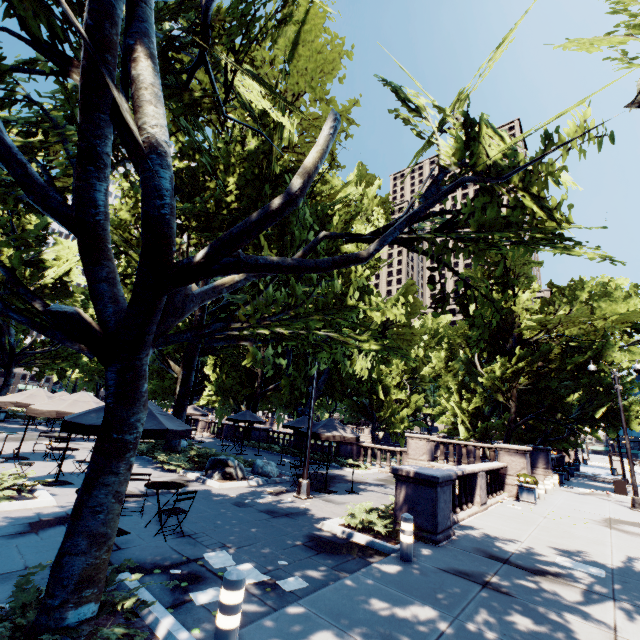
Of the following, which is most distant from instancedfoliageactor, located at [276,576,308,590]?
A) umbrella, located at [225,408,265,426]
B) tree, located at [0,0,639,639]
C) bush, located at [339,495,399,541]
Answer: umbrella, located at [225,408,265,426]

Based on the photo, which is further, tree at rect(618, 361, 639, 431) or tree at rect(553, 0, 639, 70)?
tree at rect(618, 361, 639, 431)

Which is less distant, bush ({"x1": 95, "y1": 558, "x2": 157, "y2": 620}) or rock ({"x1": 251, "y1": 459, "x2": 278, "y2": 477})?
bush ({"x1": 95, "y1": 558, "x2": 157, "y2": 620})

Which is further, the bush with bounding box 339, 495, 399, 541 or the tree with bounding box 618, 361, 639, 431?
the tree with bounding box 618, 361, 639, 431

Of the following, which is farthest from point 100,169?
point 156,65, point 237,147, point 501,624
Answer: point 237,147

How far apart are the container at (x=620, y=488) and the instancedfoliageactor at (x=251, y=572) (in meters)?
25.85

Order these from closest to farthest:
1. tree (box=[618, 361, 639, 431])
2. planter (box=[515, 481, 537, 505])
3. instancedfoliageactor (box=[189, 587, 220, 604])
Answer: instancedfoliageactor (box=[189, 587, 220, 604]) < planter (box=[515, 481, 537, 505]) < tree (box=[618, 361, 639, 431])

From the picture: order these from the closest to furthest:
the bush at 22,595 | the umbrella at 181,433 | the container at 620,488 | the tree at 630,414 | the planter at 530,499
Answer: the bush at 22,595, the umbrella at 181,433, the planter at 530,499, the container at 620,488, the tree at 630,414
